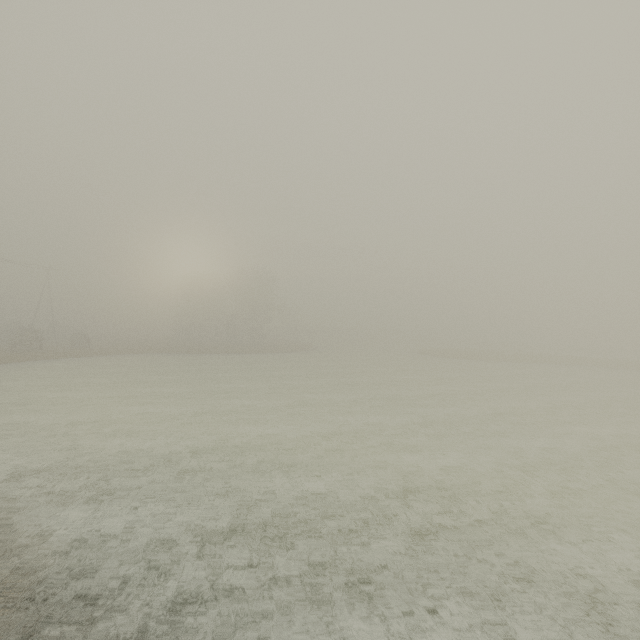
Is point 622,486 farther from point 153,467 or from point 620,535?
point 153,467
